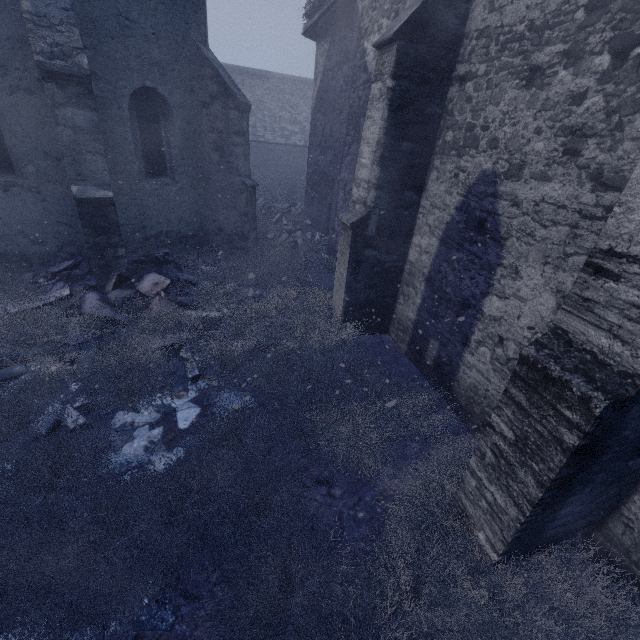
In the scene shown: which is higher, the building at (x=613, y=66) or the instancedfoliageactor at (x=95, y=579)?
the building at (x=613, y=66)

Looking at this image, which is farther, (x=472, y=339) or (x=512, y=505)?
(x=472, y=339)

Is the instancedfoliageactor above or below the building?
below
